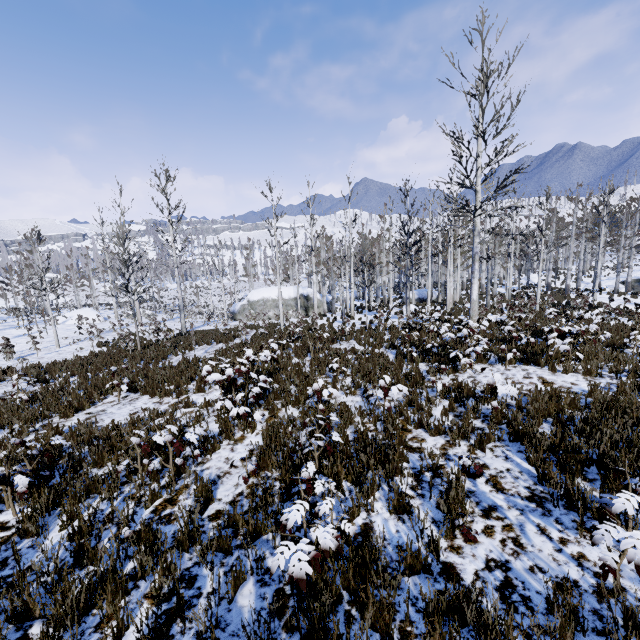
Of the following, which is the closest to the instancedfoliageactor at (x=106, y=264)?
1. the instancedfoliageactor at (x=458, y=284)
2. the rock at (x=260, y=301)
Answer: the rock at (x=260, y=301)

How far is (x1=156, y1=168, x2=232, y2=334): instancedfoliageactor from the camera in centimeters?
2059cm

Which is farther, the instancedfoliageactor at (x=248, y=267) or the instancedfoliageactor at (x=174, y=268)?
the instancedfoliageactor at (x=248, y=267)

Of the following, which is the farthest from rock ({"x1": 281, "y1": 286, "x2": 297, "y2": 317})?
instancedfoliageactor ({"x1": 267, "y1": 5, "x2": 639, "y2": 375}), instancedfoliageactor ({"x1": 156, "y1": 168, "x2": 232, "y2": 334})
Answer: instancedfoliageactor ({"x1": 267, "y1": 5, "x2": 639, "y2": 375})

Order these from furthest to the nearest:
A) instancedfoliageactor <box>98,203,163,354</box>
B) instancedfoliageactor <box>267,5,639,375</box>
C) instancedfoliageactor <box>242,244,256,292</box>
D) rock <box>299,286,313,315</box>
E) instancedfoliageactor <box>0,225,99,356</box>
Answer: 1. instancedfoliageactor <box>242,244,256,292</box>
2. rock <box>299,286,313,315</box>
3. instancedfoliageactor <box>0,225,99,356</box>
4. instancedfoliageactor <box>98,203,163,354</box>
5. instancedfoliageactor <box>267,5,639,375</box>

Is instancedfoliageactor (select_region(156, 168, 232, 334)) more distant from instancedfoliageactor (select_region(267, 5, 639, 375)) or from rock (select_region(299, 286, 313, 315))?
instancedfoliageactor (select_region(267, 5, 639, 375))

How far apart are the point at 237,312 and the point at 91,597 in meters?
32.1
